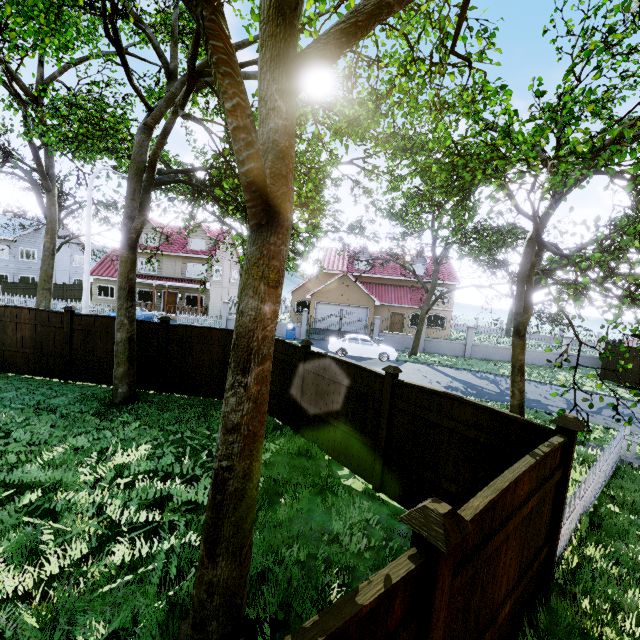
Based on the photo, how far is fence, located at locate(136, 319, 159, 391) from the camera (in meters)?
10.72

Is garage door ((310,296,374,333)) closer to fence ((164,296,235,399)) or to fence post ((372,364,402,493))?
fence ((164,296,235,399))

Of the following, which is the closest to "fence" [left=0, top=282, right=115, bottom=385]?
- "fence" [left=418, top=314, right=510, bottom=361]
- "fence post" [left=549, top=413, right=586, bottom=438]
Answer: "fence post" [left=549, top=413, right=586, bottom=438]

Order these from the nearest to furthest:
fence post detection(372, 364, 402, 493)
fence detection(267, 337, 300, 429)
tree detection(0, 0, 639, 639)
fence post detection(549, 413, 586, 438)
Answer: tree detection(0, 0, 639, 639) < fence post detection(549, 413, 586, 438) < fence post detection(372, 364, 402, 493) < fence detection(267, 337, 300, 429)

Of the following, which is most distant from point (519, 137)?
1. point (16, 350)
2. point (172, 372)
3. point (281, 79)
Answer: point (16, 350)

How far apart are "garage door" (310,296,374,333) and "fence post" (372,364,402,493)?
23.76m

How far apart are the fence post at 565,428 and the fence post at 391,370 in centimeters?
251cm

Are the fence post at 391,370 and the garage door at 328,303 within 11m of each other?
no
